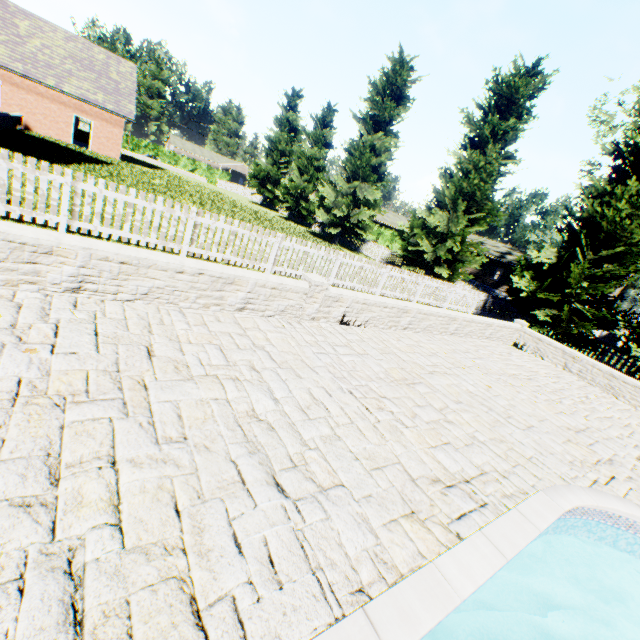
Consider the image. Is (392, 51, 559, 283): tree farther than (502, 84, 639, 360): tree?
Yes

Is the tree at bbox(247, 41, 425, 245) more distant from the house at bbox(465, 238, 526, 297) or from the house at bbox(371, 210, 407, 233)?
the house at bbox(465, 238, 526, 297)

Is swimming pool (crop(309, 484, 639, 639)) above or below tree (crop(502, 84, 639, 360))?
below

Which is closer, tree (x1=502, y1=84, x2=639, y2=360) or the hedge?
tree (x1=502, y1=84, x2=639, y2=360)

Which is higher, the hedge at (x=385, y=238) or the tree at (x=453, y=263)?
the tree at (x=453, y=263)

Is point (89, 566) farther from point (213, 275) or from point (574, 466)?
point (574, 466)

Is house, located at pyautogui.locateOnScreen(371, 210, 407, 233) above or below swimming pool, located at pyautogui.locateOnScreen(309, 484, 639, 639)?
above

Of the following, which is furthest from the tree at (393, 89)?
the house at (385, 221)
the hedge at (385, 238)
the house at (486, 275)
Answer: the house at (486, 275)
